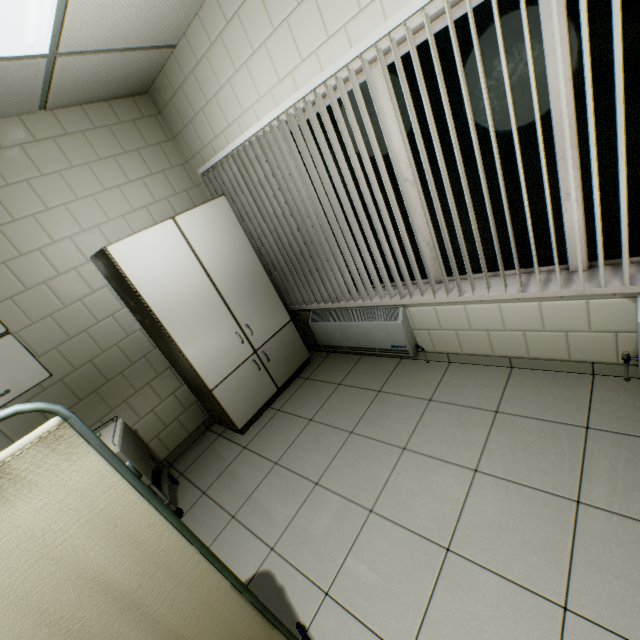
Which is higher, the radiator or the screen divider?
the screen divider

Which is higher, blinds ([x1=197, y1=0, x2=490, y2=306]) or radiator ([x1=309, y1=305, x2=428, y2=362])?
blinds ([x1=197, y1=0, x2=490, y2=306])

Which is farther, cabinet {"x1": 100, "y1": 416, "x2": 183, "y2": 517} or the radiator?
the radiator

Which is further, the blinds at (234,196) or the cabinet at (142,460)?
the cabinet at (142,460)

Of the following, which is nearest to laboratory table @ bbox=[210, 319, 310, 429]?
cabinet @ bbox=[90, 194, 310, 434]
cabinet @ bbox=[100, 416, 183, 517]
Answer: cabinet @ bbox=[90, 194, 310, 434]

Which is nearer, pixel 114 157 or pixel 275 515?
pixel 275 515

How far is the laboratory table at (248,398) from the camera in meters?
3.1

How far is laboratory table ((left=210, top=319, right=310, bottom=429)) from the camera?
3.15m
